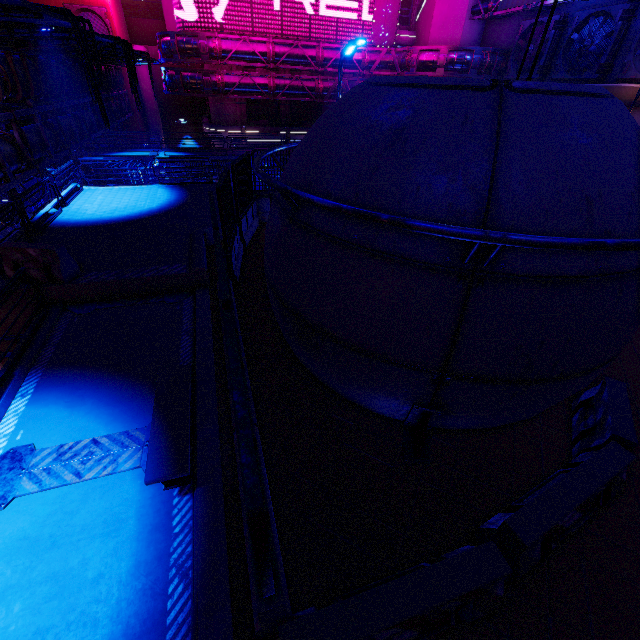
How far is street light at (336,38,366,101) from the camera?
9.7 meters

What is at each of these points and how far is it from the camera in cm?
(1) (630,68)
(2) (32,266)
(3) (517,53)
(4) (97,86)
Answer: (1) vent, 2147
(2) fence, 812
(3) vent, 2920
(4) cable, 1027

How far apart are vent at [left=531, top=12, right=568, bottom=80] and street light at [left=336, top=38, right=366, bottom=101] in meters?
26.5

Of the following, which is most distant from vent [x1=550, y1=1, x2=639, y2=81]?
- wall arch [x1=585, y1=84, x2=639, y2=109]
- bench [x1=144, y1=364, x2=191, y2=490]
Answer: bench [x1=144, y1=364, x2=191, y2=490]

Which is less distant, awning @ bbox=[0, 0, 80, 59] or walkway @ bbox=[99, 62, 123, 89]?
awning @ bbox=[0, 0, 80, 59]

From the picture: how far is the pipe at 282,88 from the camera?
30.8m

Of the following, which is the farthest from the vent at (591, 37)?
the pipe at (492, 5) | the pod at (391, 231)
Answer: the pod at (391, 231)

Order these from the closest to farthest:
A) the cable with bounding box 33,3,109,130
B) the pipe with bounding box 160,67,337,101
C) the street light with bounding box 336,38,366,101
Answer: the cable with bounding box 33,3,109,130
the street light with bounding box 336,38,366,101
the pipe with bounding box 160,67,337,101
